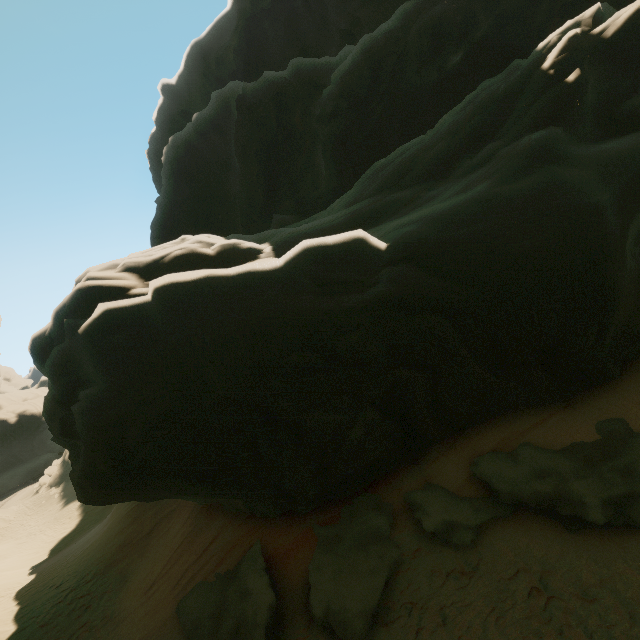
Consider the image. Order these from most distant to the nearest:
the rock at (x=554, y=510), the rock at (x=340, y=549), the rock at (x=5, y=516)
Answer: the rock at (x=5, y=516)
the rock at (x=340, y=549)
the rock at (x=554, y=510)

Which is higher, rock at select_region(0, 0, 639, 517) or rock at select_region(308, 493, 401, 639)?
rock at select_region(0, 0, 639, 517)

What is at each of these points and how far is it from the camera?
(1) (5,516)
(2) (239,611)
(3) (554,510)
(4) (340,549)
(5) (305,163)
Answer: (1) rock, 29.30m
(2) rock, 7.74m
(3) rock, 6.82m
(4) rock, 8.37m
(5) rock, 24.50m

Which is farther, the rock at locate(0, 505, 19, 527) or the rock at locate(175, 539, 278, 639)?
the rock at locate(0, 505, 19, 527)

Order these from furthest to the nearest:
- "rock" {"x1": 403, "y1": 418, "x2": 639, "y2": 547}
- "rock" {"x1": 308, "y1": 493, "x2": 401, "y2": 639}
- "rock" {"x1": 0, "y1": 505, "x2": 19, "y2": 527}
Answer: "rock" {"x1": 0, "y1": 505, "x2": 19, "y2": 527}, "rock" {"x1": 308, "y1": 493, "x2": 401, "y2": 639}, "rock" {"x1": 403, "y1": 418, "x2": 639, "y2": 547}

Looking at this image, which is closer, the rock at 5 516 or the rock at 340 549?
the rock at 340 549
